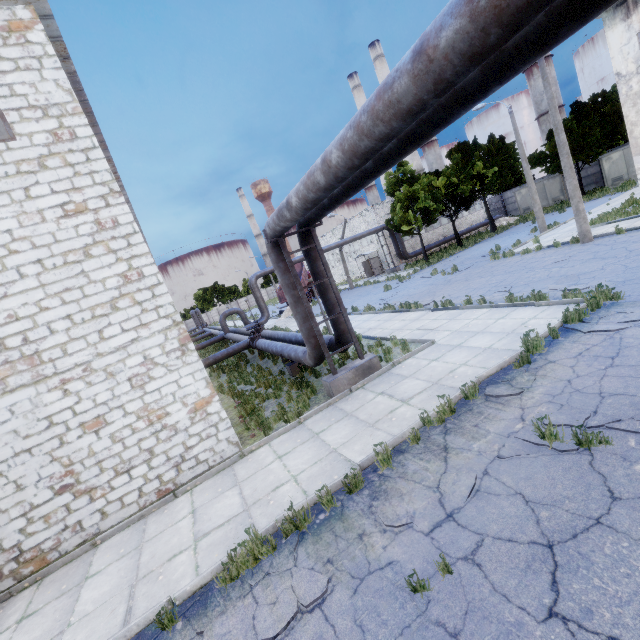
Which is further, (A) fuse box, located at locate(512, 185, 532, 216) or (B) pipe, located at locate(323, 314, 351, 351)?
(A) fuse box, located at locate(512, 185, 532, 216)

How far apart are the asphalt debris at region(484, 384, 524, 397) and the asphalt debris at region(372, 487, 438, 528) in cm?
210

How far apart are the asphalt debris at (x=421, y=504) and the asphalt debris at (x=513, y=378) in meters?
2.1 m

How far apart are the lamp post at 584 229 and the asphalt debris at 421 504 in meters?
16.1

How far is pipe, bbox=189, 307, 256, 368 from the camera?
18.7 meters

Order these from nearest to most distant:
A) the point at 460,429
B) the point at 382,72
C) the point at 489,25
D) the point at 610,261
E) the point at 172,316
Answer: the point at 489,25, the point at 460,429, the point at 172,316, the point at 610,261, the point at 382,72

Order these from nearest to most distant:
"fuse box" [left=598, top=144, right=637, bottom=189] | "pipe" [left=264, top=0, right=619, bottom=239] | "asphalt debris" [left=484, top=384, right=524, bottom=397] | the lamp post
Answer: "pipe" [left=264, top=0, right=619, bottom=239], "asphalt debris" [left=484, top=384, right=524, bottom=397], the lamp post, "fuse box" [left=598, top=144, right=637, bottom=189]
